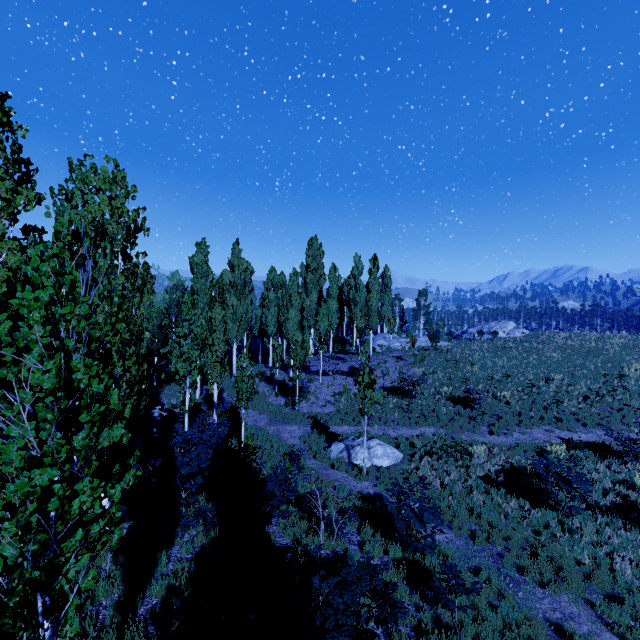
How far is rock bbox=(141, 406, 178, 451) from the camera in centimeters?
1416cm

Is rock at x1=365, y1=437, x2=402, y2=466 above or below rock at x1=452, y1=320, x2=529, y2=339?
below

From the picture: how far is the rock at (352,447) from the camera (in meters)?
14.65

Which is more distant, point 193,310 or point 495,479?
point 495,479

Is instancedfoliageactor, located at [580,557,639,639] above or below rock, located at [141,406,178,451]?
below

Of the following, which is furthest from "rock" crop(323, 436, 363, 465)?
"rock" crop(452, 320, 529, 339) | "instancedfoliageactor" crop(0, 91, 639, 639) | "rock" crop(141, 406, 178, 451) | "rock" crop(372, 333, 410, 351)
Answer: "rock" crop(452, 320, 529, 339)

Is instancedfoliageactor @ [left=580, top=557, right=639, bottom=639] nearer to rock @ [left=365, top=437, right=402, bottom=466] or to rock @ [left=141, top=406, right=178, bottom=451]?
rock @ [left=141, top=406, right=178, bottom=451]

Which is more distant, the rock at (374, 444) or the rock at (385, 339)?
the rock at (385, 339)
